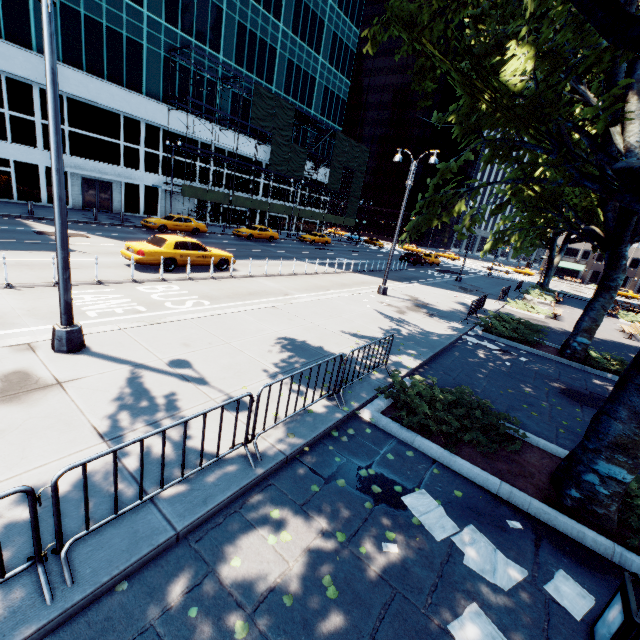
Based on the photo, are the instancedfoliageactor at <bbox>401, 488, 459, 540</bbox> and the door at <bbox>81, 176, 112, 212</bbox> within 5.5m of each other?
no

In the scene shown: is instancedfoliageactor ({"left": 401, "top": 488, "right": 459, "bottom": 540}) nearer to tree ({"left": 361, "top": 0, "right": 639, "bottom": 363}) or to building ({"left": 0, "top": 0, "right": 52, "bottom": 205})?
tree ({"left": 361, "top": 0, "right": 639, "bottom": 363})

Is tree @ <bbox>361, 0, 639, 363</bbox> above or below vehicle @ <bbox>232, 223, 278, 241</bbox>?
above

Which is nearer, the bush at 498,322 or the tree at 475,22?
the tree at 475,22

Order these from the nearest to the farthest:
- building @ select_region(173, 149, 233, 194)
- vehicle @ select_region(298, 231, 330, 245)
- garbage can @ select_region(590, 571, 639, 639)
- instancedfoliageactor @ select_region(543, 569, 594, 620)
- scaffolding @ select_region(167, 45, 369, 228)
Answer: garbage can @ select_region(590, 571, 639, 639)
instancedfoliageactor @ select_region(543, 569, 594, 620)
scaffolding @ select_region(167, 45, 369, 228)
building @ select_region(173, 149, 233, 194)
vehicle @ select_region(298, 231, 330, 245)

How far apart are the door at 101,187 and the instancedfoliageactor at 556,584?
38.0 meters

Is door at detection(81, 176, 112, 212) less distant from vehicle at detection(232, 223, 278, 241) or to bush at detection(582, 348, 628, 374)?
vehicle at detection(232, 223, 278, 241)

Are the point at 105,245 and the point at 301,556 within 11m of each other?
no
